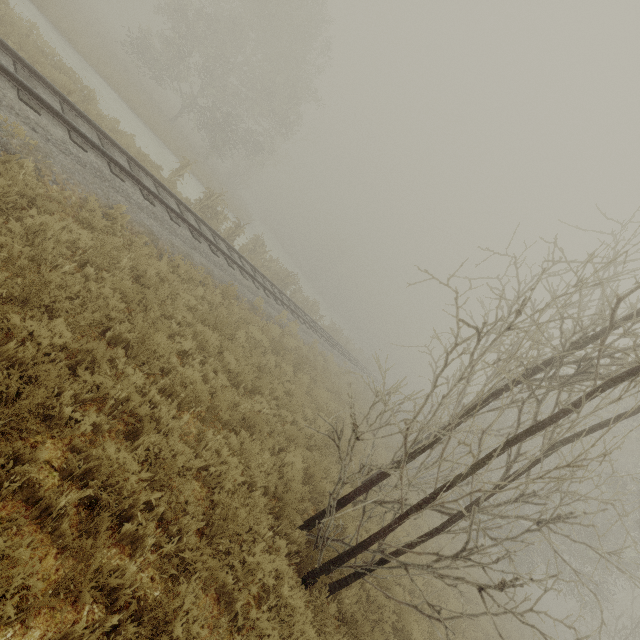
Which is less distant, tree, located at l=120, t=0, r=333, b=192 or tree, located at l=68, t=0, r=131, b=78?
tree, located at l=68, t=0, r=131, b=78

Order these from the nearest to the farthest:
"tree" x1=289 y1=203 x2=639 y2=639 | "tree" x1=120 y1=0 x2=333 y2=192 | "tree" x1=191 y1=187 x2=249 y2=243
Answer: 1. "tree" x1=289 y1=203 x2=639 y2=639
2. "tree" x1=191 y1=187 x2=249 y2=243
3. "tree" x1=120 y1=0 x2=333 y2=192

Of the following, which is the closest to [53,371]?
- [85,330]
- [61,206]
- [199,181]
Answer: [85,330]

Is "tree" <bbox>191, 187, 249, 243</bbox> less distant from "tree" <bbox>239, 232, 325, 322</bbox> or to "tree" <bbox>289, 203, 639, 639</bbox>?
"tree" <bbox>239, 232, 325, 322</bbox>

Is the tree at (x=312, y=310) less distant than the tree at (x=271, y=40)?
Yes

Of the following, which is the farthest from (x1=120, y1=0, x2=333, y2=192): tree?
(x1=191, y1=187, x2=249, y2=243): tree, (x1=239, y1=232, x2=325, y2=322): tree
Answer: (x1=239, y1=232, x2=325, y2=322): tree

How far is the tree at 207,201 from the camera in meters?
15.5 m
